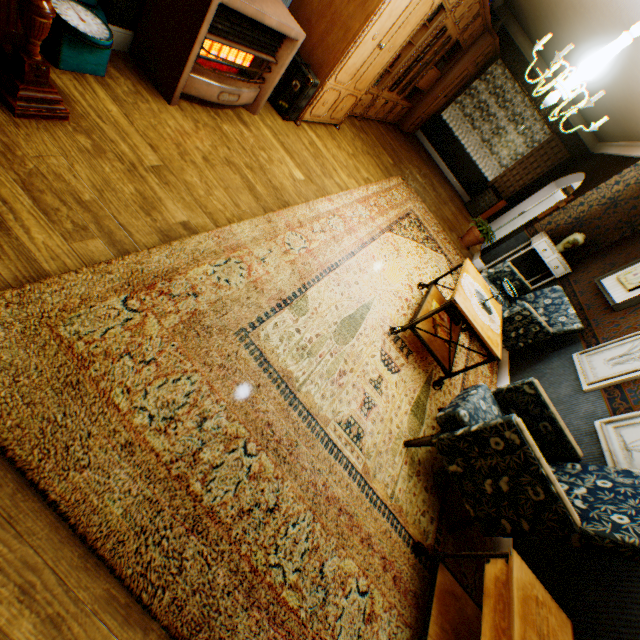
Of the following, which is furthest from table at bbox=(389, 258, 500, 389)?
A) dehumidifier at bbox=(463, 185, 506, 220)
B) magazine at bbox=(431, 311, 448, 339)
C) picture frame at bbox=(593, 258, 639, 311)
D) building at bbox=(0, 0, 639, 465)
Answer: dehumidifier at bbox=(463, 185, 506, 220)

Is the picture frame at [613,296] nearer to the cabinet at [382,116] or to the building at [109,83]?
the building at [109,83]

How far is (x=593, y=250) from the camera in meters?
6.0

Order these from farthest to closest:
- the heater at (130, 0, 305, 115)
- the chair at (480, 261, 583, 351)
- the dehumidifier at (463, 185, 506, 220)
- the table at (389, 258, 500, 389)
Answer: the dehumidifier at (463, 185, 506, 220) → the chair at (480, 261, 583, 351) → the table at (389, 258, 500, 389) → the heater at (130, 0, 305, 115)

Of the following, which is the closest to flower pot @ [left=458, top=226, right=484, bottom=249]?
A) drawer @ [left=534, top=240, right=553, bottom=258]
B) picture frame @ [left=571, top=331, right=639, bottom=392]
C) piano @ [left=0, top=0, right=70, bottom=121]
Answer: drawer @ [left=534, top=240, right=553, bottom=258]

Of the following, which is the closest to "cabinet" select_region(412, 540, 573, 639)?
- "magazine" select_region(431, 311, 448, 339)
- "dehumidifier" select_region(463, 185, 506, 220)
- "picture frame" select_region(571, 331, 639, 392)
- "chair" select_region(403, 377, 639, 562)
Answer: "chair" select_region(403, 377, 639, 562)

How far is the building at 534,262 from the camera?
6.5 meters

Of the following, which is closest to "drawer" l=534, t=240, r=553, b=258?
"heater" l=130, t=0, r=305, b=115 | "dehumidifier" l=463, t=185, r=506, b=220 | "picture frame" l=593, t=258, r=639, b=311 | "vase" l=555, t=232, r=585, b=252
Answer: "vase" l=555, t=232, r=585, b=252
